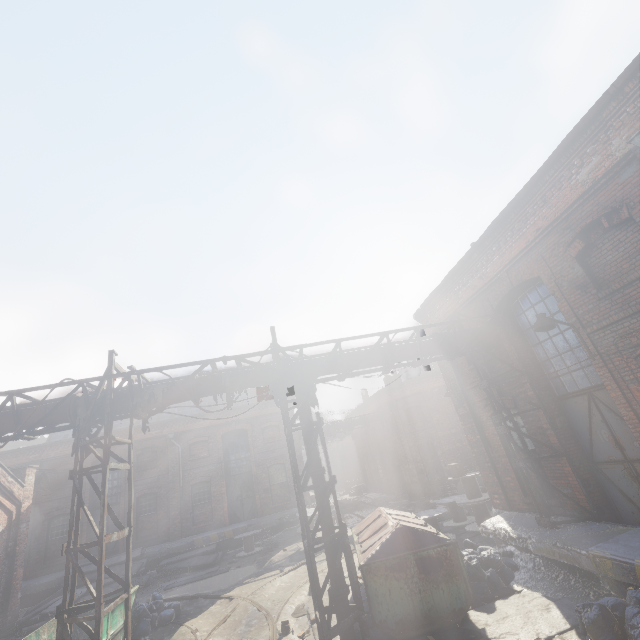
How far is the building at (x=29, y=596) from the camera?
17.5m

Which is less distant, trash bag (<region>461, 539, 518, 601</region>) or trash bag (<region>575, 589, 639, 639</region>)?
trash bag (<region>575, 589, 639, 639</region>)

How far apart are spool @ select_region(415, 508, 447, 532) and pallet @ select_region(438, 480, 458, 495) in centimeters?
861cm

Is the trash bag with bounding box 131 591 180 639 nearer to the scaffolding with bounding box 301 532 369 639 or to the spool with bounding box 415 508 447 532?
the scaffolding with bounding box 301 532 369 639

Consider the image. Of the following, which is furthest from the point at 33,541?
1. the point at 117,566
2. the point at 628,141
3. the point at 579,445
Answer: the point at 628,141

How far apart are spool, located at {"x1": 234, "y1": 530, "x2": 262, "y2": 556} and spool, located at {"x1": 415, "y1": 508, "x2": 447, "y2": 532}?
10.0m

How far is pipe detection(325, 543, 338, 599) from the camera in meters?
6.8 m

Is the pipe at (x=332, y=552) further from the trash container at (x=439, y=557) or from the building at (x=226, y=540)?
the building at (x=226, y=540)
